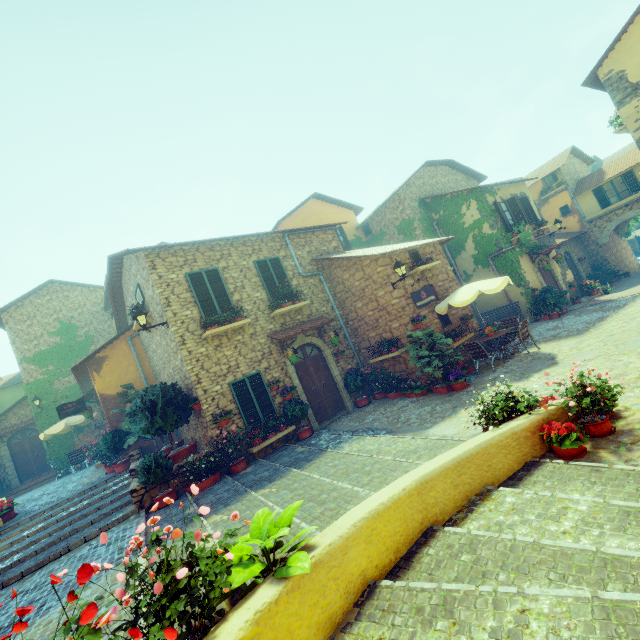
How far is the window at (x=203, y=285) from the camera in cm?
1014

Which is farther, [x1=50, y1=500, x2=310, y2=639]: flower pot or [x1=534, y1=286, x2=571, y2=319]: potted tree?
[x1=534, y1=286, x2=571, y2=319]: potted tree

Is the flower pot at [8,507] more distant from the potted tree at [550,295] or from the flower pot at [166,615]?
the potted tree at [550,295]

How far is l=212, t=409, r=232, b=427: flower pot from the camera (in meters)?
9.21

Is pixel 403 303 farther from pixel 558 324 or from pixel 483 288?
pixel 558 324

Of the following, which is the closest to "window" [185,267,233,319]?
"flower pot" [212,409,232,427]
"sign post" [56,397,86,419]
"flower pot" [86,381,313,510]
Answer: "flower pot" [86,381,313,510]

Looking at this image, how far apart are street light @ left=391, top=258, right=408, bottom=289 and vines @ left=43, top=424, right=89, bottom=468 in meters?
18.8

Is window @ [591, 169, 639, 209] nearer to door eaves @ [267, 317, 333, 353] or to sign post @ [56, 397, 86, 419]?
door eaves @ [267, 317, 333, 353]
